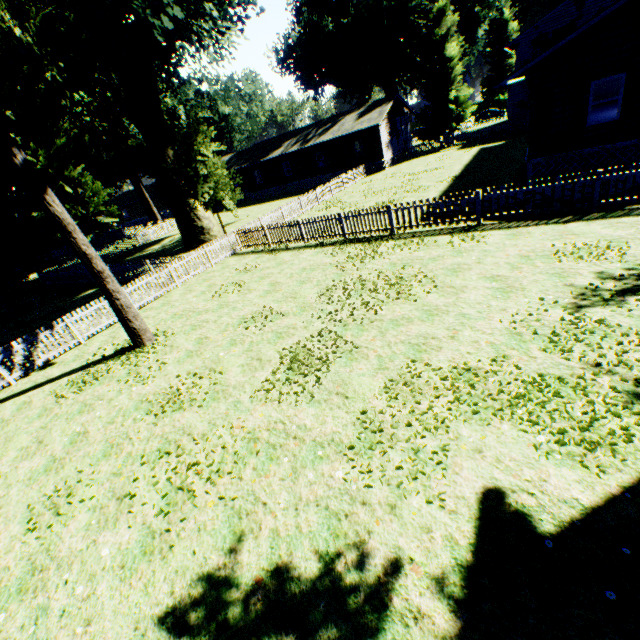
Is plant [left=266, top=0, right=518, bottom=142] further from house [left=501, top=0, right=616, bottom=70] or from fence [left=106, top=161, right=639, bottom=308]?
house [left=501, top=0, right=616, bottom=70]

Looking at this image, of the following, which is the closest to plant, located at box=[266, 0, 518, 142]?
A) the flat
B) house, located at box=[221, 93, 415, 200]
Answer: house, located at box=[221, 93, 415, 200]

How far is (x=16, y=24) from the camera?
8.2m

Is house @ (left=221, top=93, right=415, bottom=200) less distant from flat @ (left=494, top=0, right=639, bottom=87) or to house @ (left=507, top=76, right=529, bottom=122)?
house @ (left=507, top=76, right=529, bottom=122)

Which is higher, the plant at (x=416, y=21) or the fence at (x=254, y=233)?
the plant at (x=416, y=21)

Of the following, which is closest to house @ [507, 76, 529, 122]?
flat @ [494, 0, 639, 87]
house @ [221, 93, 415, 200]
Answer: flat @ [494, 0, 639, 87]

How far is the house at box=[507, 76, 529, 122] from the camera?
30.8 meters

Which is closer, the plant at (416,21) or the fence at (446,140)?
the fence at (446,140)
